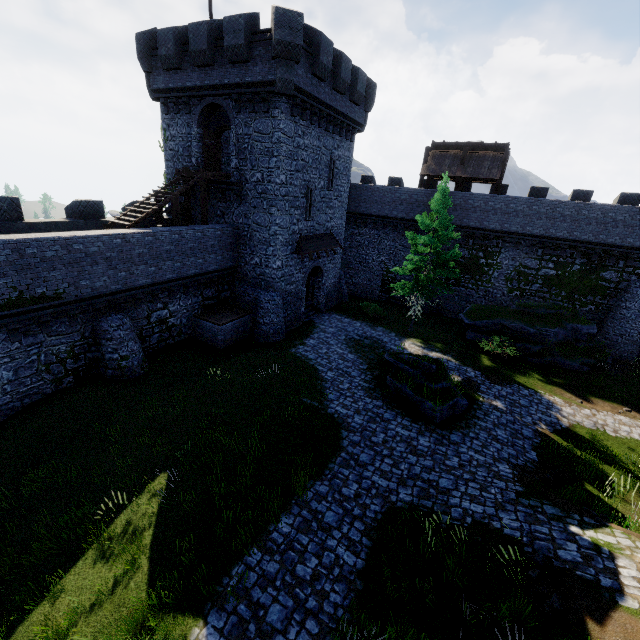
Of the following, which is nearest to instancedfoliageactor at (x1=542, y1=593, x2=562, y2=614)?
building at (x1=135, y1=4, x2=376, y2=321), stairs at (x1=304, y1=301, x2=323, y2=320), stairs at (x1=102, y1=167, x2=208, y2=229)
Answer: building at (x1=135, y1=4, x2=376, y2=321)

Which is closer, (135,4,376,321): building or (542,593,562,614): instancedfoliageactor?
(542,593,562,614): instancedfoliageactor

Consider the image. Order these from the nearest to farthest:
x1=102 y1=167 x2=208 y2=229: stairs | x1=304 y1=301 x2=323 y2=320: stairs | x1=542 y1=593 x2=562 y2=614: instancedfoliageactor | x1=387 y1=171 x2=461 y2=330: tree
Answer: x1=542 y1=593 x2=562 y2=614: instancedfoliageactor → x1=102 y1=167 x2=208 y2=229: stairs → x1=387 y1=171 x2=461 y2=330: tree → x1=304 y1=301 x2=323 y2=320: stairs

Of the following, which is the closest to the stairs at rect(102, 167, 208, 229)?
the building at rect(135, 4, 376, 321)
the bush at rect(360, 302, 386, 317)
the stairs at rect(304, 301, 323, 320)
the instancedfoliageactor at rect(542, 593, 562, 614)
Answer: the building at rect(135, 4, 376, 321)

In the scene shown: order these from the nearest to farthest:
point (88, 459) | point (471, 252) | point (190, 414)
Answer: point (88, 459) → point (190, 414) → point (471, 252)

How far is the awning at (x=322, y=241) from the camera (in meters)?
21.23

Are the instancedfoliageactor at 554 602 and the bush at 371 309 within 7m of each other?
no

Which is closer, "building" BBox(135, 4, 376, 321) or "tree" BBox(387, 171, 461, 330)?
"building" BBox(135, 4, 376, 321)
